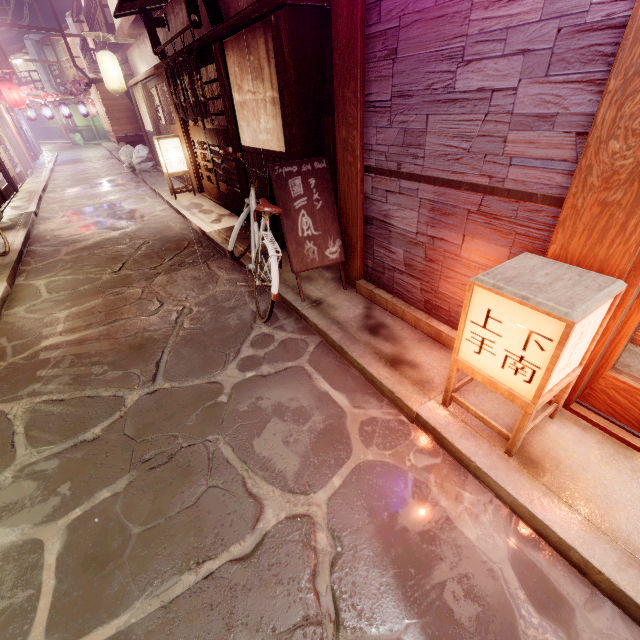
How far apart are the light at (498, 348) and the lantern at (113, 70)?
25.0 meters

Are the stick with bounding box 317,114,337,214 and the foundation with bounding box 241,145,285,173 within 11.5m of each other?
yes

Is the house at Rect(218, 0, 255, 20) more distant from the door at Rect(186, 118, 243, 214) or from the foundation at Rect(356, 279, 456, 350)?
the foundation at Rect(356, 279, 456, 350)

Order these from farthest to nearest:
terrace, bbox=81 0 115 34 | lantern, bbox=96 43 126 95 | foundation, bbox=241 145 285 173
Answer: terrace, bbox=81 0 115 34 < lantern, bbox=96 43 126 95 < foundation, bbox=241 145 285 173

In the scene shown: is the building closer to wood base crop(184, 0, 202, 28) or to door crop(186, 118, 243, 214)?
door crop(186, 118, 243, 214)

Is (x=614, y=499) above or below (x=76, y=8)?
below

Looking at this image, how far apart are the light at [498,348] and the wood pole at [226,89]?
9.29m

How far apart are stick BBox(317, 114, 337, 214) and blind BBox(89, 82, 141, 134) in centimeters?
2362cm
